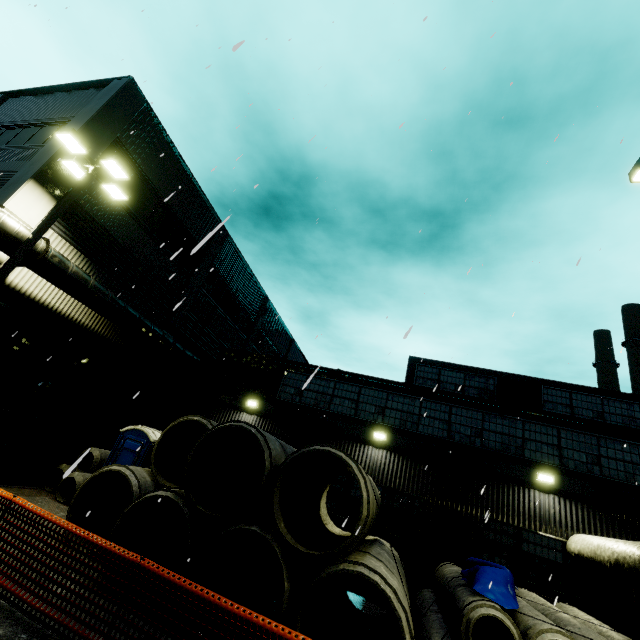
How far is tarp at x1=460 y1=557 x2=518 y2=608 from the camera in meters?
6.4

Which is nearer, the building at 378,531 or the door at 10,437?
the door at 10,437

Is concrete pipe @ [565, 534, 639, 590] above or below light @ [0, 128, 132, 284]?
below

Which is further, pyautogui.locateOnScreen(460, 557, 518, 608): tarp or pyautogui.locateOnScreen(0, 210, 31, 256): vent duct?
pyautogui.locateOnScreen(0, 210, 31, 256): vent duct

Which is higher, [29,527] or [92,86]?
[92,86]

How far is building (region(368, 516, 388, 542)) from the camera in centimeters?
1165cm

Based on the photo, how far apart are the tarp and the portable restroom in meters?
10.1

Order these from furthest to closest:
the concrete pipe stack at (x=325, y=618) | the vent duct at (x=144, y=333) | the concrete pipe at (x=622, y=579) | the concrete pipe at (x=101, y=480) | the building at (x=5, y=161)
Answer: the building at (x=5, y=161)
the vent duct at (x=144, y=333)
the concrete pipe at (x=101, y=480)
the concrete pipe at (x=622, y=579)
the concrete pipe stack at (x=325, y=618)
